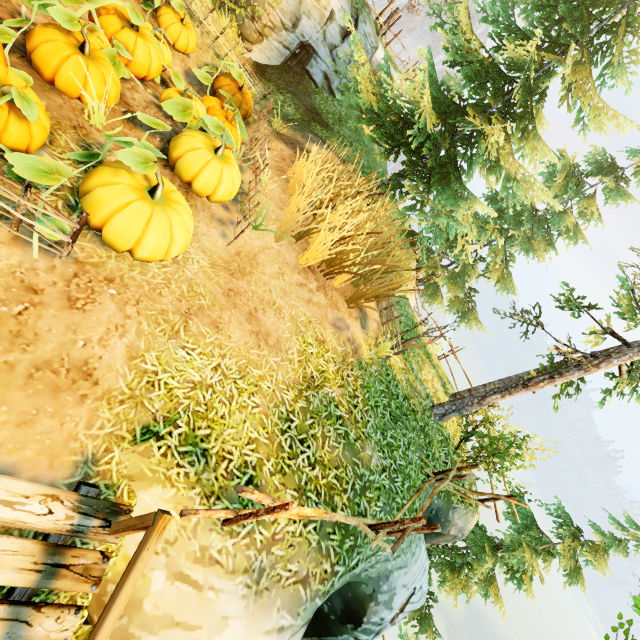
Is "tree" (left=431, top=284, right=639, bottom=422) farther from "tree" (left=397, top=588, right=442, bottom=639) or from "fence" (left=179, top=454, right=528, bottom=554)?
"tree" (left=397, top=588, right=442, bottom=639)

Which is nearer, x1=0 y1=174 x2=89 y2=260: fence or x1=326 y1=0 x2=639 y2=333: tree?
x1=0 y1=174 x2=89 y2=260: fence

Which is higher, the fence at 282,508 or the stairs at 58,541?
the fence at 282,508

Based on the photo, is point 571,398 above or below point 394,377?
above

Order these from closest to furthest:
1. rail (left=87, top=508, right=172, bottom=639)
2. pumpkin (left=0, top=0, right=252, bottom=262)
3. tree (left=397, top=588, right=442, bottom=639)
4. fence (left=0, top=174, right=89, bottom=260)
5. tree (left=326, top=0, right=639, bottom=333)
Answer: rail (left=87, top=508, right=172, bottom=639), fence (left=0, top=174, right=89, bottom=260), pumpkin (left=0, top=0, right=252, bottom=262), tree (left=326, top=0, right=639, bottom=333), tree (left=397, top=588, right=442, bottom=639)

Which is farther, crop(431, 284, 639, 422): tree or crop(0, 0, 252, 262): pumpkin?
crop(431, 284, 639, 422): tree

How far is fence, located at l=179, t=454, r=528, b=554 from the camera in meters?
3.1 m

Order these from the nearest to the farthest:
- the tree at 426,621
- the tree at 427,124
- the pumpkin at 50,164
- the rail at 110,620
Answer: the rail at 110,620 → the pumpkin at 50,164 → the tree at 427,124 → the tree at 426,621
